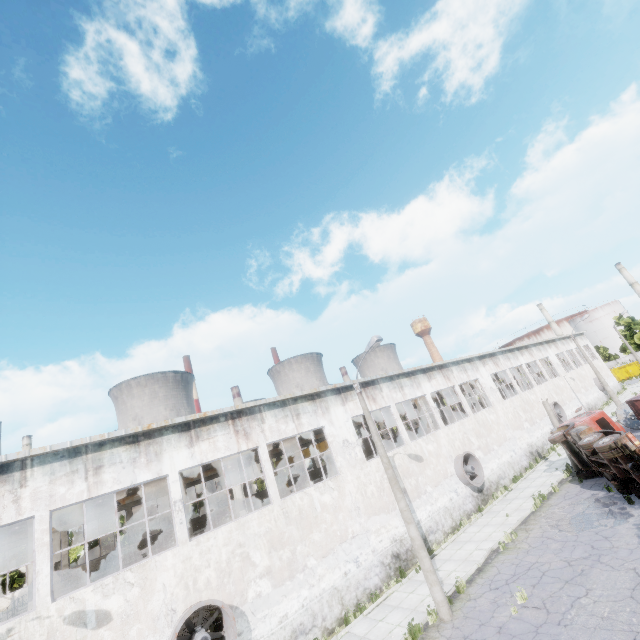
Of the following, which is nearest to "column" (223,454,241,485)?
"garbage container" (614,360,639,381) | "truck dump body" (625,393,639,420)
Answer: "truck dump body" (625,393,639,420)

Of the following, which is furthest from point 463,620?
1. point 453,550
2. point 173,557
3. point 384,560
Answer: point 173,557

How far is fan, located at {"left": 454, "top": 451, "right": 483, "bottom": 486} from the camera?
21.23m

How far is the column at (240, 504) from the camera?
16.4 meters

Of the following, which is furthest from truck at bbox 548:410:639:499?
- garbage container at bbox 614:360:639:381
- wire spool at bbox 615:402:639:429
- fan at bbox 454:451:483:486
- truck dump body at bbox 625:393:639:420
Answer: garbage container at bbox 614:360:639:381

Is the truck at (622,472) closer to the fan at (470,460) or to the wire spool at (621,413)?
the fan at (470,460)

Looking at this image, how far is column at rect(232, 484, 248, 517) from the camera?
16.4 meters

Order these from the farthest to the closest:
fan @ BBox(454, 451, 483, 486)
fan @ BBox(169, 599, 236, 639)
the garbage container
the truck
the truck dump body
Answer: the garbage container
fan @ BBox(454, 451, 483, 486)
the truck dump body
the truck
fan @ BBox(169, 599, 236, 639)
